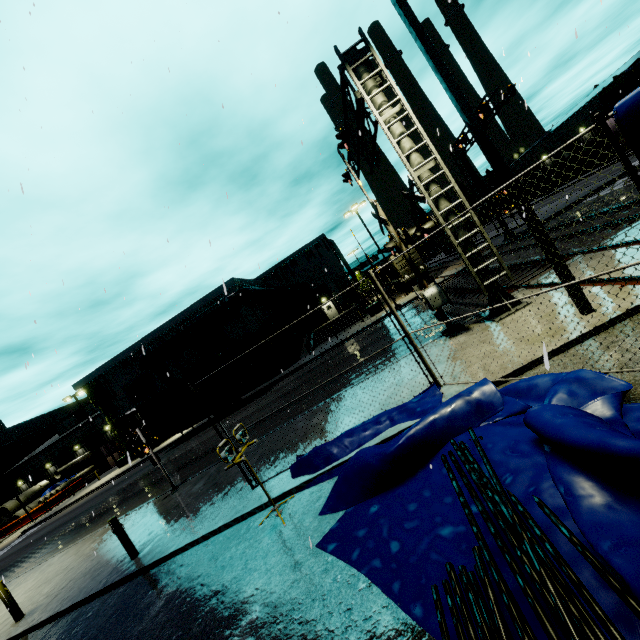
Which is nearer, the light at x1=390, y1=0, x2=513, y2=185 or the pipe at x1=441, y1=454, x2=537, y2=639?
the pipe at x1=441, y1=454, x2=537, y2=639

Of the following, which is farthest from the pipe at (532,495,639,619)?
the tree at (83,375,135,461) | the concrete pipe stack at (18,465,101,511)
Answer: the tree at (83,375,135,461)

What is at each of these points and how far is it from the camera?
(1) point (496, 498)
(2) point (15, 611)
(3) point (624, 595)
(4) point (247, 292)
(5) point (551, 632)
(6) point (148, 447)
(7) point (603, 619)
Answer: (1) pipe, 3.56m
(2) post, 8.96m
(3) pipe, 2.25m
(4) pipe, 32.28m
(5) pipe, 2.29m
(6) railroad crossing sign, 12.38m
(7) pipe, 2.20m

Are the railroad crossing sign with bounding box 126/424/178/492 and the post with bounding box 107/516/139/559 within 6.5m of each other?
yes

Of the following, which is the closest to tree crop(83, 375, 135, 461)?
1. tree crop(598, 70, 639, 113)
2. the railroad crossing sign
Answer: the railroad crossing sign

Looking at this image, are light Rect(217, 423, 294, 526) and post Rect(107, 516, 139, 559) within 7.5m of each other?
yes

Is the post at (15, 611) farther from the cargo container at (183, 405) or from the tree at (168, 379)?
the tree at (168, 379)

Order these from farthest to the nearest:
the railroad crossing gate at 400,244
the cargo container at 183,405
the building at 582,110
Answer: the building at 582,110
the cargo container at 183,405
the railroad crossing gate at 400,244
